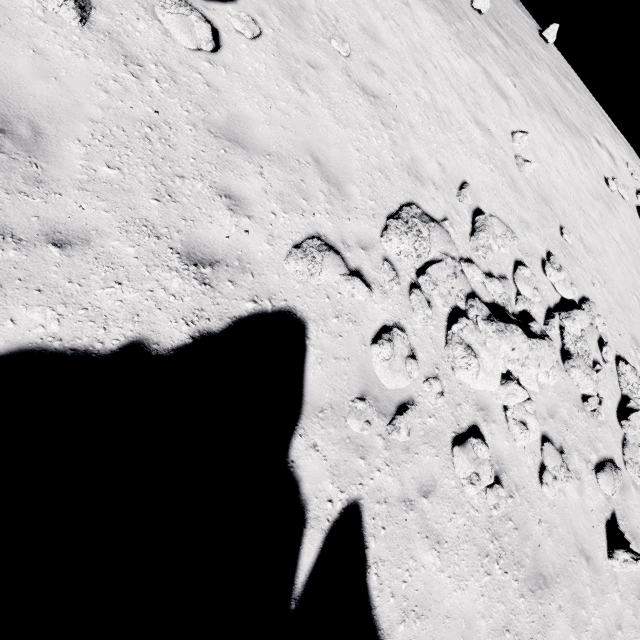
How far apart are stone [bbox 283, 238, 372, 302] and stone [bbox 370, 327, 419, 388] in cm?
60

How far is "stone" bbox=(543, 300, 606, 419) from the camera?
7.9 meters

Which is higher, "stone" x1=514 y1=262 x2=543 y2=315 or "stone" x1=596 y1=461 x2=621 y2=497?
"stone" x1=514 y1=262 x2=543 y2=315

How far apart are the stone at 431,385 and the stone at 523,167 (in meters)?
8.27

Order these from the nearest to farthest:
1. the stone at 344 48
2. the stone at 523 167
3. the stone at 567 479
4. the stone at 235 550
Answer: the stone at 235 550, the stone at 567 479, the stone at 344 48, the stone at 523 167

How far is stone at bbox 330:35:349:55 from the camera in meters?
7.1

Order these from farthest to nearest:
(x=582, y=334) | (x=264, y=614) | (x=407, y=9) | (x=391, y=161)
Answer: (x=407, y=9) < (x=582, y=334) < (x=391, y=161) < (x=264, y=614)

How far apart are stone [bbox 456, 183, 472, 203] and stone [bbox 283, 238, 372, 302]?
4.27m
